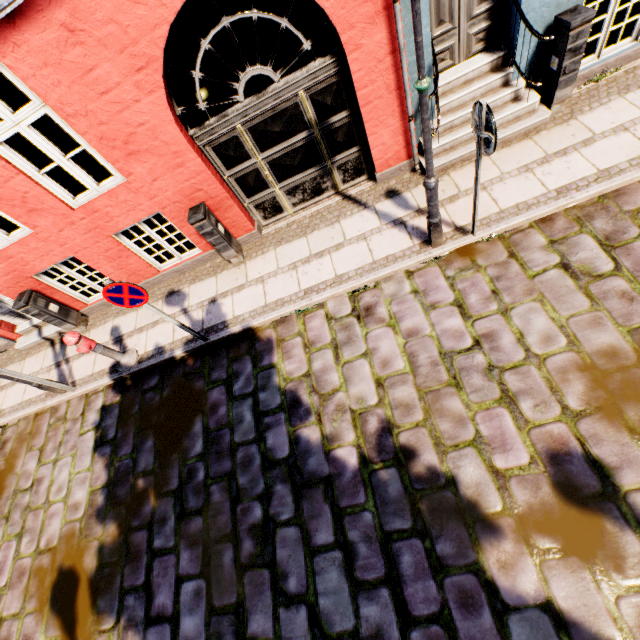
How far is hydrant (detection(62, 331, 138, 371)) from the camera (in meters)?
5.29

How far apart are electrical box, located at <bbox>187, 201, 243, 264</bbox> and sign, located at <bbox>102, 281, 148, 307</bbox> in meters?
1.6 m

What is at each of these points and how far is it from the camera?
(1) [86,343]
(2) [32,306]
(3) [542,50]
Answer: (1) hydrant, 5.5 meters
(2) electrical box, 6.3 meters
(3) building, 4.7 meters

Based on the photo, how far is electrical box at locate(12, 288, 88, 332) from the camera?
6.2m

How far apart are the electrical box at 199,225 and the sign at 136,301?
1.6m

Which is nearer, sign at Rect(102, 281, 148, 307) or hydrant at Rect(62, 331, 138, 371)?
sign at Rect(102, 281, 148, 307)

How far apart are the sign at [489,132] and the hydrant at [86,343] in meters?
6.4 m

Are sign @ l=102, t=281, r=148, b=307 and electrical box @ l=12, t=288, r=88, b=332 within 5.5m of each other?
yes
